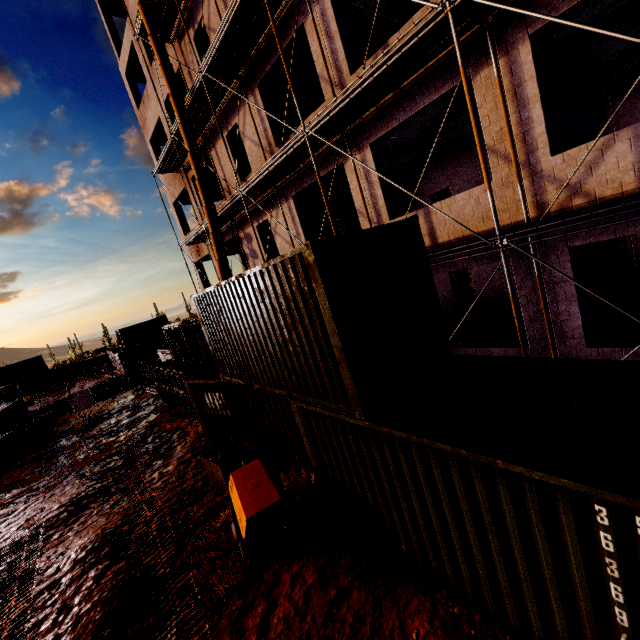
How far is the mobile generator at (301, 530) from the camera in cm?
538

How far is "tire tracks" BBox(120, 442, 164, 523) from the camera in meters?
8.6 m

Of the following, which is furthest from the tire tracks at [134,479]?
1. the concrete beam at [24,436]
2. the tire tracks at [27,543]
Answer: the concrete beam at [24,436]

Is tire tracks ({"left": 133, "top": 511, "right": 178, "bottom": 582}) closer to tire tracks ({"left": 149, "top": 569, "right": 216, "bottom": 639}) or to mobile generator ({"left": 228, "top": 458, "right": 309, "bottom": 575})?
tire tracks ({"left": 149, "top": 569, "right": 216, "bottom": 639})

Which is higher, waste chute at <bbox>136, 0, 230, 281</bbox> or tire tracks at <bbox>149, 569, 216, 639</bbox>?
waste chute at <bbox>136, 0, 230, 281</bbox>

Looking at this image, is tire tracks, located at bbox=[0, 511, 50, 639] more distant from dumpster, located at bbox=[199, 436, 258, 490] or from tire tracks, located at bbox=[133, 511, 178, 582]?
dumpster, located at bbox=[199, 436, 258, 490]

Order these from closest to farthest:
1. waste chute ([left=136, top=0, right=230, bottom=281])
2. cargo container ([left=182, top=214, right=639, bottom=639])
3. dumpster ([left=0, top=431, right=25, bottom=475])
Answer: cargo container ([left=182, top=214, right=639, bottom=639]) < waste chute ([left=136, top=0, right=230, bottom=281]) < dumpster ([left=0, top=431, right=25, bottom=475])

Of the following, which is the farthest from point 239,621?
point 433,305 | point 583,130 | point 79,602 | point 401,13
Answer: point 401,13
